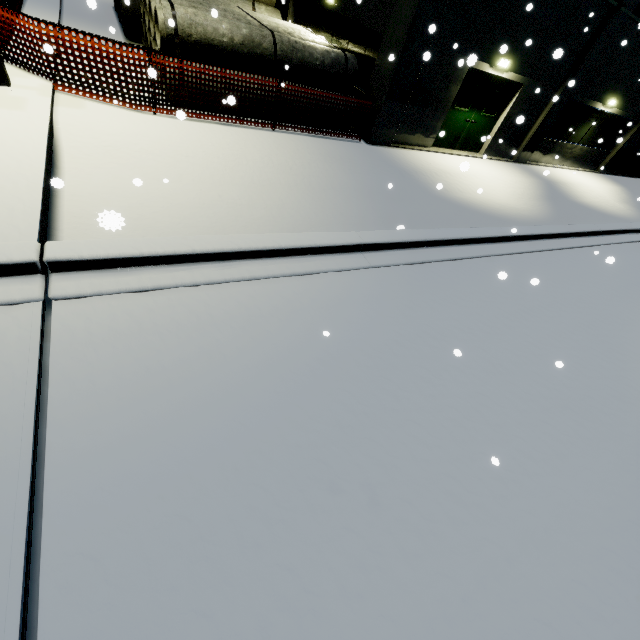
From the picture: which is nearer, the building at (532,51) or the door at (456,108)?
the building at (532,51)

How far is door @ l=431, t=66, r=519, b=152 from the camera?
10.9m

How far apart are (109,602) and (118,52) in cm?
1393

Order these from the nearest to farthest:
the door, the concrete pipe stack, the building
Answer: the concrete pipe stack, the building, the door

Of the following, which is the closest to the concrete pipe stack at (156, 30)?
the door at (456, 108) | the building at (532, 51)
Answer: the building at (532, 51)

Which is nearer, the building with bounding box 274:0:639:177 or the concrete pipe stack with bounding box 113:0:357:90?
the concrete pipe stack with bounding box 113:0:357:90

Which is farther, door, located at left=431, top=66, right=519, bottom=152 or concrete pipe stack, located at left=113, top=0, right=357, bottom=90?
door, located at left=431, top=66, right=519, bottom=152

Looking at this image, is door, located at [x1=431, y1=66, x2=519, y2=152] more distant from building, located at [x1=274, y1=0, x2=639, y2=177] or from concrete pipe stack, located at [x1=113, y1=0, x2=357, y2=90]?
concrete pipe stack, located at [x1=113, y1=0, x2=357, y2=90]
